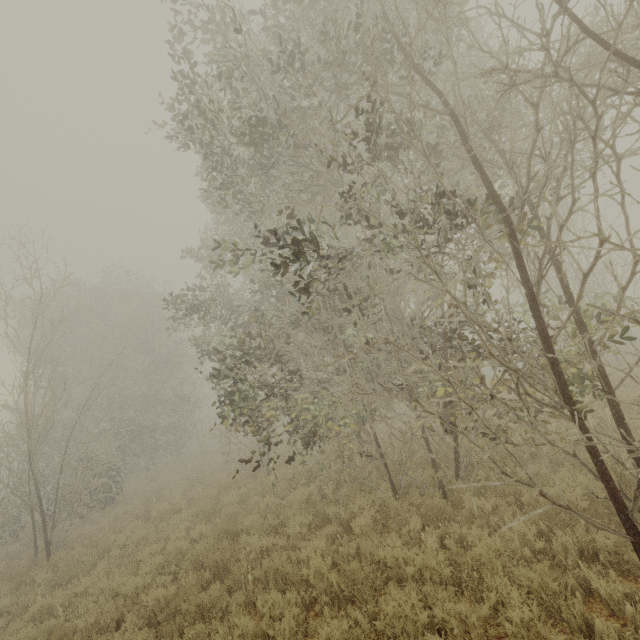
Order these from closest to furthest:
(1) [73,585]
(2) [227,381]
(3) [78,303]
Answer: (1) [73,585], (2) [227,381], (3) [78,303]
